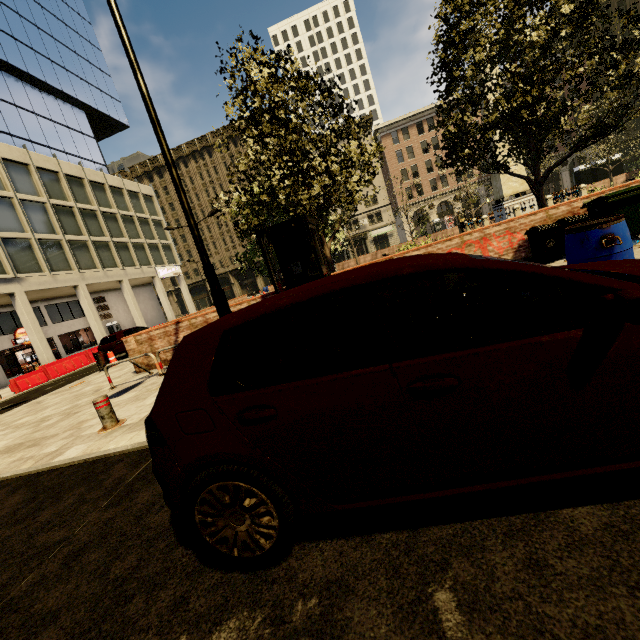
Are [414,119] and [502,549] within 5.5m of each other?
no

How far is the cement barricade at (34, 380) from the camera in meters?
16.4

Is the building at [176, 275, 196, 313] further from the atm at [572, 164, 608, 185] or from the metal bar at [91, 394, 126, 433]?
the metal bar at [91, 394, 126, 433]

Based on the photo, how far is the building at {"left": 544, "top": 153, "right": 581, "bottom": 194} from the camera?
49.09m

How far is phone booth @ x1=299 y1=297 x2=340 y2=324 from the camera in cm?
763

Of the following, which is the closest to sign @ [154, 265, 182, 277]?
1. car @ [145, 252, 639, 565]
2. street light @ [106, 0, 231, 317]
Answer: street light @ [106, 0, 231, 317]

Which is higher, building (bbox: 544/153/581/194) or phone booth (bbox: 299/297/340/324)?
building (bbox: 544/153/581/194)

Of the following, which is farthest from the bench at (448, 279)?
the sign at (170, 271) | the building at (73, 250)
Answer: the sign at (170, 271)
